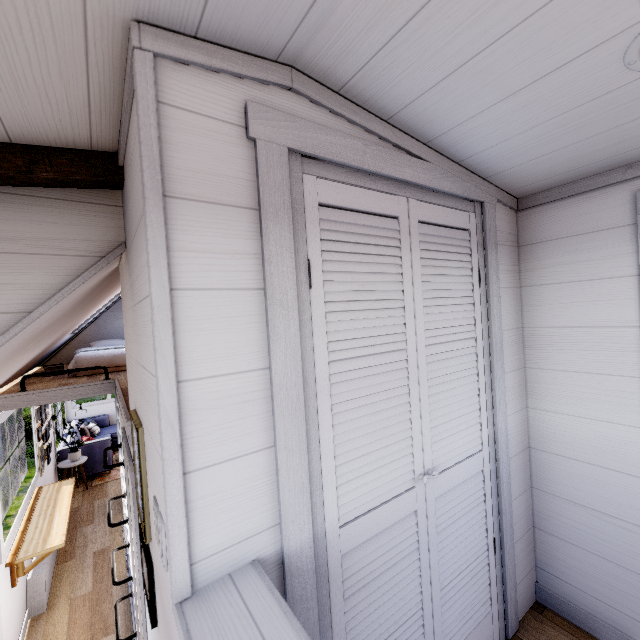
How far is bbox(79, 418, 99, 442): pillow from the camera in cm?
720

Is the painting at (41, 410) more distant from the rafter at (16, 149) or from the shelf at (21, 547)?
the rafter at (16, 149)

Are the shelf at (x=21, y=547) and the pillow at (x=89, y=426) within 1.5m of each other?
no

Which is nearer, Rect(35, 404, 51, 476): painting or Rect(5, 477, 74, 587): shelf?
Rect(5, 477, 74, 587): shelf

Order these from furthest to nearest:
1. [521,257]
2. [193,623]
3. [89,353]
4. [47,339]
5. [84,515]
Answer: [84,515]
[89,353]
[47,339]
[521,257]
[193,623]

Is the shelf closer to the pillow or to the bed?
the bed

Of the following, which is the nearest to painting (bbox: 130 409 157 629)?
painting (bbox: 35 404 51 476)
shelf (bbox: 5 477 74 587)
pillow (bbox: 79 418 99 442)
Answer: shelf (bbox: 5 477 74 587)

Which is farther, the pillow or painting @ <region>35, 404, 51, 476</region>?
the pillow
